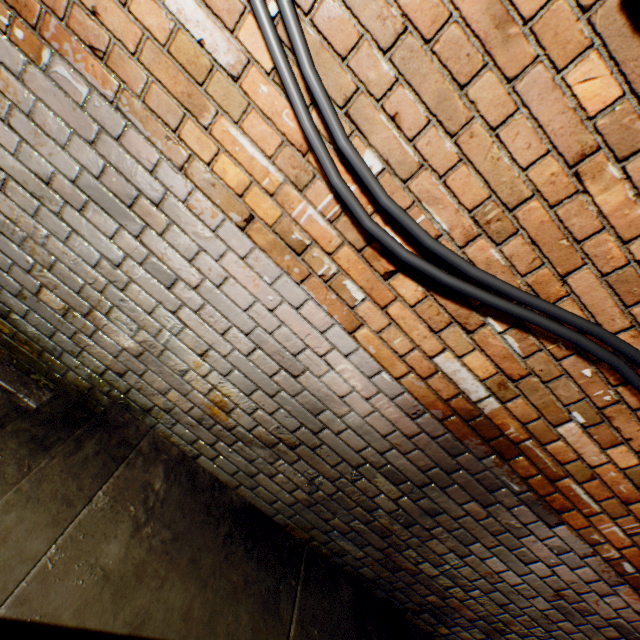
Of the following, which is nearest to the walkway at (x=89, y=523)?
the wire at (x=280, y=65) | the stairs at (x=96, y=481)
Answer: the stairs at (x=96, y=481)

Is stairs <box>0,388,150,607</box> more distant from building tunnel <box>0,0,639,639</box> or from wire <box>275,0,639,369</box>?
wire <box>275,0,639,369</box>

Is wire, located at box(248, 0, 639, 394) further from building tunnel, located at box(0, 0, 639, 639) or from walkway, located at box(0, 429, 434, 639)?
walkway, located at box(0, 429, 434, 639)

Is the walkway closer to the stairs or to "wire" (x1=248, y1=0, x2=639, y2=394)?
the stairs

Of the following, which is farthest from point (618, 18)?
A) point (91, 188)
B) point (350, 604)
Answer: point (350, 604)

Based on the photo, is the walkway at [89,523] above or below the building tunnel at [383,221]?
Result: below

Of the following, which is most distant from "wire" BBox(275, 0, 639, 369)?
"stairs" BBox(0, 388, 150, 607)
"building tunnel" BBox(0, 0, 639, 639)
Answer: "stairs" BBox(0, 388, 150, 607)
